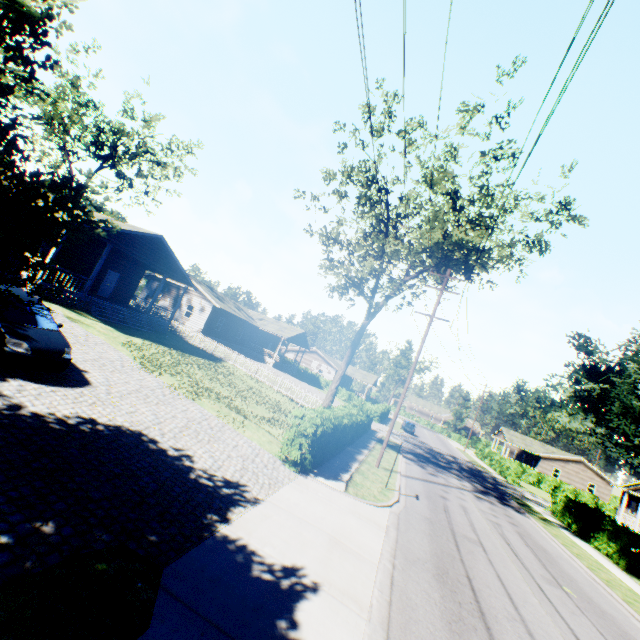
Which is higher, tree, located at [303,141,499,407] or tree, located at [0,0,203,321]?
tree, located at [303,141,499,407]

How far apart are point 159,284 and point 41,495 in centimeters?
3696cm

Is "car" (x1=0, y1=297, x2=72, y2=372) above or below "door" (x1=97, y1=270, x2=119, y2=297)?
below

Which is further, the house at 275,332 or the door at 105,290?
the door at 105,290

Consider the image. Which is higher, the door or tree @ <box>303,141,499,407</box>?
tree @ <box>303,141,499,407</box>

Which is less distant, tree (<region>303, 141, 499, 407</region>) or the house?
tree (<region>303, 141, 499, 407</region>)

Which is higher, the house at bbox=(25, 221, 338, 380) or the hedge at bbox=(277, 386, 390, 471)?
the house at bbox=(25, 221, 338, 380)

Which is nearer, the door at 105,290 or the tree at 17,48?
the tree at 17,48
